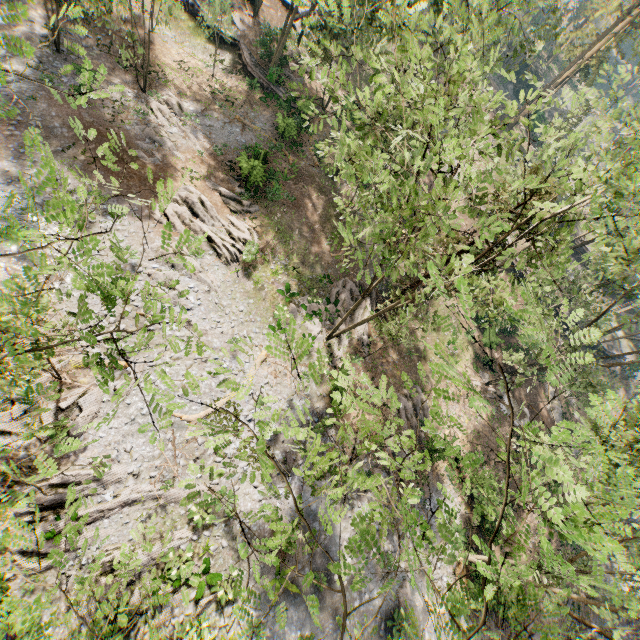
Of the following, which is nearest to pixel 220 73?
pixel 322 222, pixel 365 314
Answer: pixel 322 222

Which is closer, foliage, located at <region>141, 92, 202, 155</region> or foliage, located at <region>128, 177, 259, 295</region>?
foliage, located at <region>128, 177, 259, 295</region>

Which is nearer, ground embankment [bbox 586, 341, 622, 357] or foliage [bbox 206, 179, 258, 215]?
foliage [bbox 206, 179, 258, 215]

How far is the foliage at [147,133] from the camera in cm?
2369

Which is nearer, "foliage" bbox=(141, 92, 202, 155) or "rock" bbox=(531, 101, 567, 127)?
"foliage" bbox=(141, 92, 202, 155)

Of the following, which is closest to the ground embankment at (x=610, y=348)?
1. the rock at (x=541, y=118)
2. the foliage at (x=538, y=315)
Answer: the foliage at (x=538, y=315)

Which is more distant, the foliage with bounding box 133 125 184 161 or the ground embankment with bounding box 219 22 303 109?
the ground embankment with bounding box 219 22 303 109

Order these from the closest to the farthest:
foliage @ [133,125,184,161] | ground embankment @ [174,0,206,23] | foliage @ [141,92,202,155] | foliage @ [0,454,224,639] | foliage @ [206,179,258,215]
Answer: foliage @ [0,454,224,639]
foliage @ [133,125,184,161]
foliage @ [206,179,258,215]
foliage @ [141,92,202,155]
ground embankment @ [174,0,206,23]
